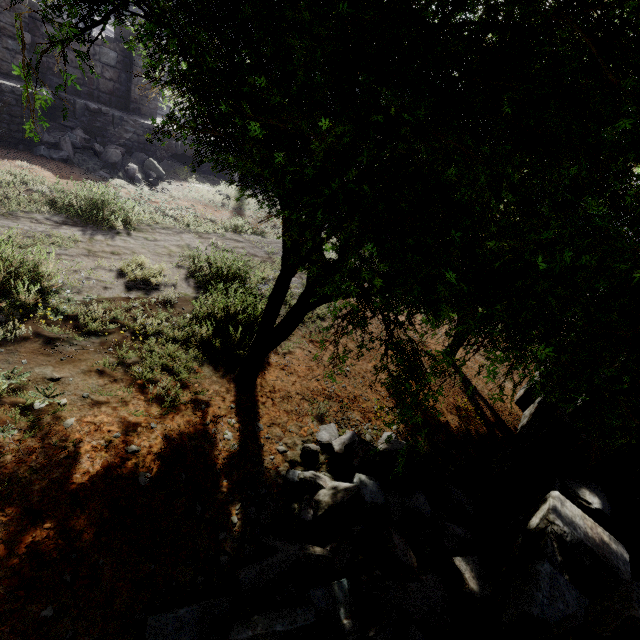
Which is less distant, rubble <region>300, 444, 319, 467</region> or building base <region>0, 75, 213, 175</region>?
rubble <region>300, 444, 319, 467</region>

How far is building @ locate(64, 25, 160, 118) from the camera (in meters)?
11.56

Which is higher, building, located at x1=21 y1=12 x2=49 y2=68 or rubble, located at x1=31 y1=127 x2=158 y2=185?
building, located at x1=21 y1=12 x2=49 y2=68

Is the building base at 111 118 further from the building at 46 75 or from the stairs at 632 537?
the stairs at 632 537

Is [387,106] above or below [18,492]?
above

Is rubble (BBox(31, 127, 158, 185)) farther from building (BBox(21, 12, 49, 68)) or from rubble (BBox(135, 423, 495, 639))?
rubble (BBox(135, 423, 495, 639))

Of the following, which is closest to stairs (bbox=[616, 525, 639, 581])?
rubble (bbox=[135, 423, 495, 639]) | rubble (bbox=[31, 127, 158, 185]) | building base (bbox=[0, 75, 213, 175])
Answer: rubble (bbox=[135, 423, 495, 639])
